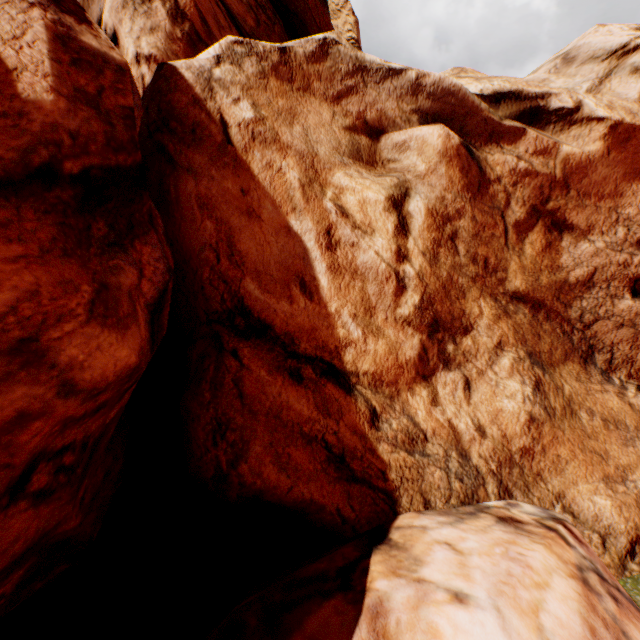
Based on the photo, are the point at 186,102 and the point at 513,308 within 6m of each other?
no
